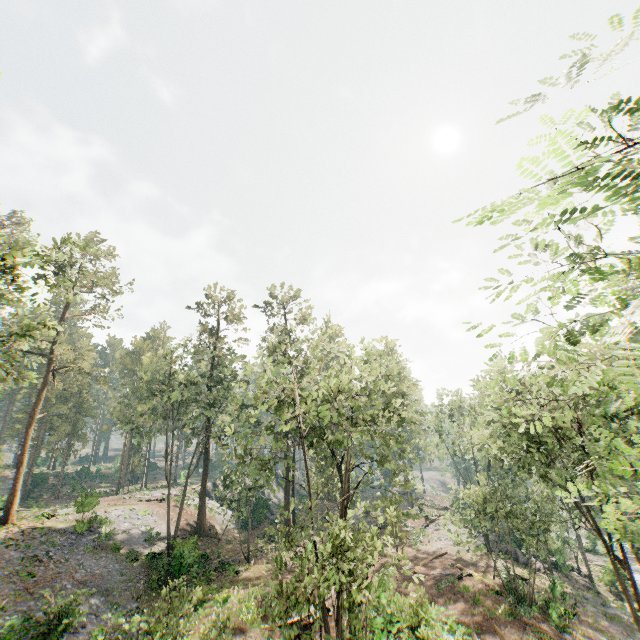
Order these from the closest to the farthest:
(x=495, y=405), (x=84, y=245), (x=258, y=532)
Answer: (x=495, y=405)
(x=84, y=245)
(x=258, y=532)

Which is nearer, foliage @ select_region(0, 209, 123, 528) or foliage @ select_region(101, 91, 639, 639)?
foliage @ select_region(101, 91, 639, 639)

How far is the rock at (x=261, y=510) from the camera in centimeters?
4225cm

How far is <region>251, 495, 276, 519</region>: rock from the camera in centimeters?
4225cm

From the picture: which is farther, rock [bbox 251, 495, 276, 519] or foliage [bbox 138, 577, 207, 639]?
rock [bbox 251, 495, 276, 519]

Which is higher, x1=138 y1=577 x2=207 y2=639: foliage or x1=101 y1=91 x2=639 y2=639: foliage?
x1=101 y1=91 x2=639 y2=639: foliage

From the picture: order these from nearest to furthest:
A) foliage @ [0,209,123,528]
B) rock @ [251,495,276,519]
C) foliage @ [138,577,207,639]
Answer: foliage @ [138,577,207,639], foliage @ [0,209,123,528], rock @ [251,495,276,519]

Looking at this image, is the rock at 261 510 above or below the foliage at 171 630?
below
